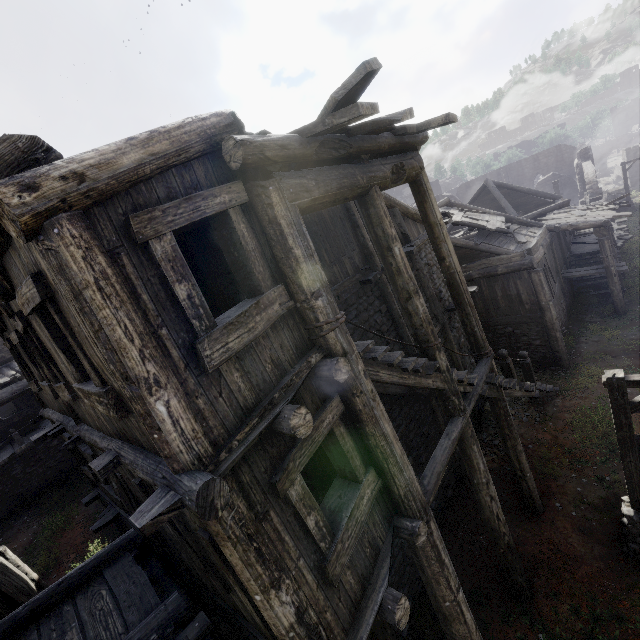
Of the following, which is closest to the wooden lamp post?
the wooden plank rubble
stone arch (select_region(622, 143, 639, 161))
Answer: the wooden plank rubble

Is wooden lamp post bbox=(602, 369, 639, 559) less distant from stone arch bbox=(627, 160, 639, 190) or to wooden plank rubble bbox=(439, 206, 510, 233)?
wooden plank rubble bbox=(439, 206, 510, 233)

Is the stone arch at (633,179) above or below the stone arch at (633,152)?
below

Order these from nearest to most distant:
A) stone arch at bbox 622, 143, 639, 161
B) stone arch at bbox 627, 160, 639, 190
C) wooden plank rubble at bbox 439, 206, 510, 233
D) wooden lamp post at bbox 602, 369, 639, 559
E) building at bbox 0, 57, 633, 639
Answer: building at bbox 0, 57, 633, 639, wooden lamp post at bbox 602, 369, 639, 559, wooden plank rubble at bbox 439, 206, 510, 233, stone arch at bbox 622, 143, 639, 161, stone arch at bbox 627, 160, 639, 190

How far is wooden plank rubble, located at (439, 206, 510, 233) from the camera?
14.8 meters

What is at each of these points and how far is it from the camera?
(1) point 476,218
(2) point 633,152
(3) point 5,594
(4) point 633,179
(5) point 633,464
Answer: (1) wooden plank rubble, 15.6 meters
(2) stone arch, 42.1 meters
(3) building, 6.5 meters
(4) stone arch, 43.2 meters
(5) wooden lamp post, 6.8 meters

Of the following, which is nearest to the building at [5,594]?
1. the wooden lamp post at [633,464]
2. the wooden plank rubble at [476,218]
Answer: the wooden plank rubble at [476,218]
